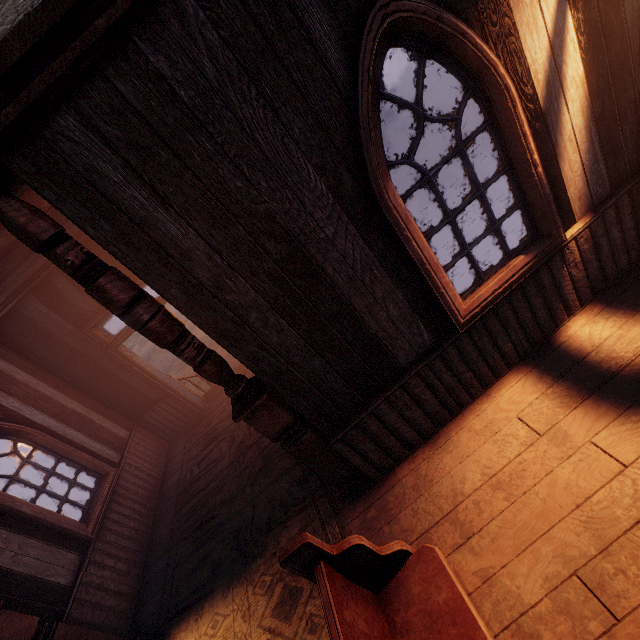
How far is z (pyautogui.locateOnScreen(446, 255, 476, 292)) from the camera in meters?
5.8

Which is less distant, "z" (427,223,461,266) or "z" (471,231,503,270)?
"z" (471,231,503,270)

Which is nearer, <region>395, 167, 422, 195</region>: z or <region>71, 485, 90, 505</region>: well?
<region>71, 485, 90, 505</region>: well

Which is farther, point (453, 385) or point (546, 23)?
point (453, 385)

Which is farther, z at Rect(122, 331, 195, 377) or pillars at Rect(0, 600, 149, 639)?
z at Rect(122, 331, 195, 377)

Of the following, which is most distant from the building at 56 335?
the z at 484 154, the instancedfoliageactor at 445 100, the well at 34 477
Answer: the instancedfoliageactor at 445 100

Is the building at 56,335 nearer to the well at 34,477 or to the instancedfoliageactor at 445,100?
the well at 34,477
